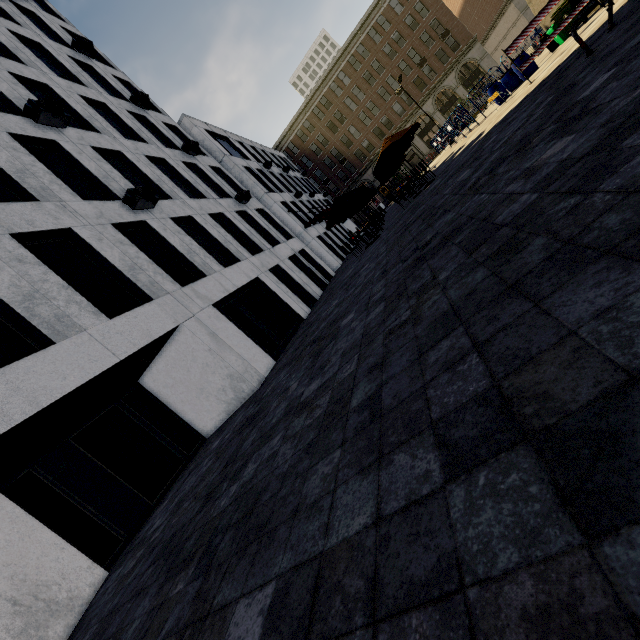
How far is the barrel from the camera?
14.6m

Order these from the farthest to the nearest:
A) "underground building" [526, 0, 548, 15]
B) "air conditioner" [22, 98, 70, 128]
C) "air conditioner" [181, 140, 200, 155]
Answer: "air conditioner" [181, 140, 200, 155]
"underground building" [526, 0, 548, 15]
"air conditioner" [22, 98, 70, 128]

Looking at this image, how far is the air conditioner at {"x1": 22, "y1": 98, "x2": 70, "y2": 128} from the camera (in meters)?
10.26

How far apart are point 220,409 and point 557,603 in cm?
1043

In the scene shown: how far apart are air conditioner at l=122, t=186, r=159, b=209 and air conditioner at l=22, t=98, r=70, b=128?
3.47m

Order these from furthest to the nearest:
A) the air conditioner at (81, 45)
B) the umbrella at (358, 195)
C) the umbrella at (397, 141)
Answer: the air conditioner at (81, 45) < the umbrella at (358, 195) < the umbrella at (397, 141)

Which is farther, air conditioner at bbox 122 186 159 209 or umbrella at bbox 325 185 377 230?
Result: umbrella at bbox 325 185 377 230

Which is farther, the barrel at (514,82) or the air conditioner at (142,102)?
the air conditioner at (142,102)
